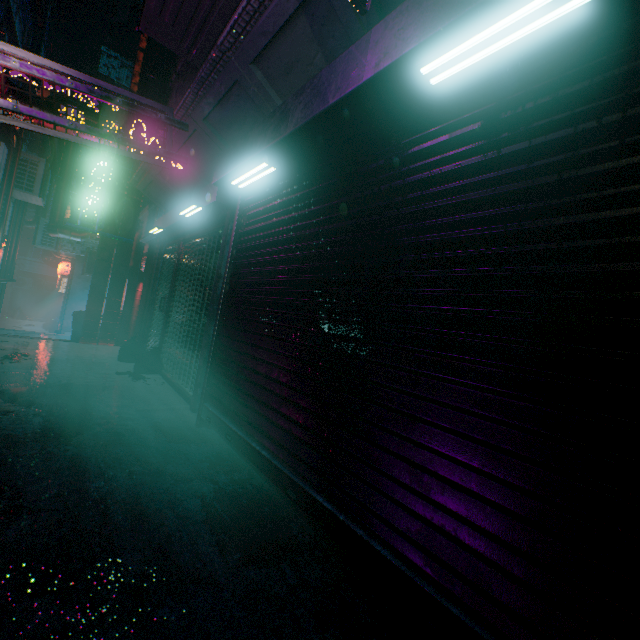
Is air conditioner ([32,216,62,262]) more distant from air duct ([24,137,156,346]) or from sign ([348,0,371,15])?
sign ([348,0,371,15])

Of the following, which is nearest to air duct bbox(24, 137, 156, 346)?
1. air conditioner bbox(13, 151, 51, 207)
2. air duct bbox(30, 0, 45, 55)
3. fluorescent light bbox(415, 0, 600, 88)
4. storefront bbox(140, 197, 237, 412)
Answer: air conditioner bbox(13, 151, 51, 207)

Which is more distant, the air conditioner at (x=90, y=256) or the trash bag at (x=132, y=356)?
the air conditioner at (x=90, y=256)

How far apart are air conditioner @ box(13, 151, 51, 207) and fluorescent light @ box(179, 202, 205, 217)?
5.62m

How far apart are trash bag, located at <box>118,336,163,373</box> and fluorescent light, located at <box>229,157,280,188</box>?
3.5 meters

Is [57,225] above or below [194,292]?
above

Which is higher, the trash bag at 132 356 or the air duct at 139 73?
the air duct at 139 73

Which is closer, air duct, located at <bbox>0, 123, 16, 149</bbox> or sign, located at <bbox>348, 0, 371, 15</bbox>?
sign, located at <bbox>348, 0, 371, 15</bbox>
